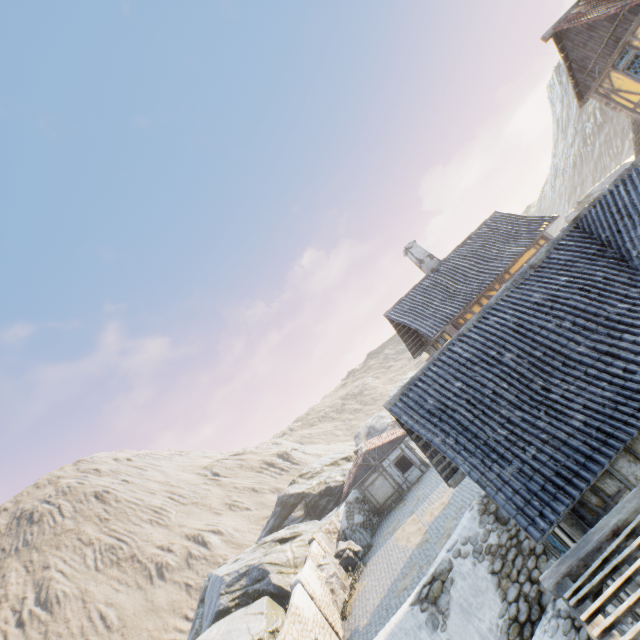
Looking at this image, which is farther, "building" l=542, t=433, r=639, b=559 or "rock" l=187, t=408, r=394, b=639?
"rock" l=187, t=408, r=394, b=639

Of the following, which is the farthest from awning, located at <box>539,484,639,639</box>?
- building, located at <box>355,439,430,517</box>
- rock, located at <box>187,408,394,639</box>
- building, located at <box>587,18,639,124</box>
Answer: building, located at <box>355,439,430,517</box>

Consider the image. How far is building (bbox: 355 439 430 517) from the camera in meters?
26.5 m

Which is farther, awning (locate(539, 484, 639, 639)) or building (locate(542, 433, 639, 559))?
building (locate(542, 433, 639, 559))

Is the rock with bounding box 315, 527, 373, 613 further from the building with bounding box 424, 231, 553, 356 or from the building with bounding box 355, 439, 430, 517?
the building with bounding box 424, 231, 553, 356

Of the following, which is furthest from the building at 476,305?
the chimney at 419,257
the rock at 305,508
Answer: the rock at 305,508

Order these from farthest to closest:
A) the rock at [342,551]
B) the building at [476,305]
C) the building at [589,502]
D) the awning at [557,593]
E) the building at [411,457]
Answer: the building at [411,457] → the rock at [342,551] → the building at [476,305] → the building at [589,502] → the awning at [557,593]

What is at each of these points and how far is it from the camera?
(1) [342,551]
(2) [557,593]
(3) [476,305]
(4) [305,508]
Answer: (1) rock, 21.9m
(2) awning, 4.7m
(3) building, 17.0m
(4) rock, 36.4m
